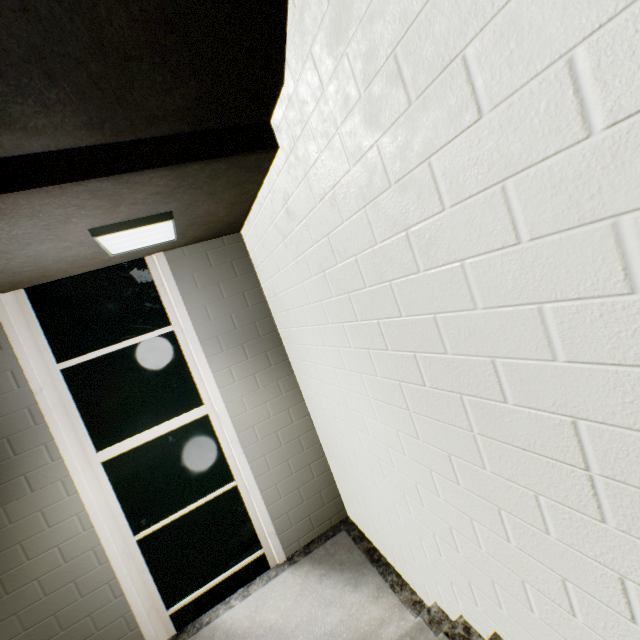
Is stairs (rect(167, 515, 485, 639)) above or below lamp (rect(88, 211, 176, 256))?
below

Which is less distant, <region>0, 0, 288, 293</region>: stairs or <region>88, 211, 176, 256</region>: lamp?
<region>0, 0, 288, 293</region>: stairs

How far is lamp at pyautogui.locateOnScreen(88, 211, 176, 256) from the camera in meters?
2.1 m

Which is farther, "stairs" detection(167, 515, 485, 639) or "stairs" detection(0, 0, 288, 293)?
"stairs" detection(167, 515, 485, 639)

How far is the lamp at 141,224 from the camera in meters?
2.1 m

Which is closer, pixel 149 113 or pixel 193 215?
pixel 149 113

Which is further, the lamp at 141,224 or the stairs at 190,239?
the lamp at 141,224
